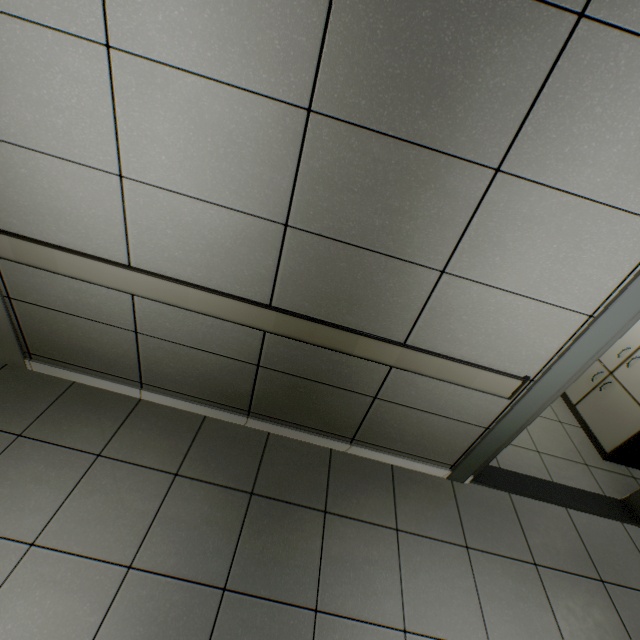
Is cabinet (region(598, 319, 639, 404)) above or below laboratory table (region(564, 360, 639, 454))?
above

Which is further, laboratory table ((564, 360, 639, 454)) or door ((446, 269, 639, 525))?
laboratory table ((564, 360, 639, 454))

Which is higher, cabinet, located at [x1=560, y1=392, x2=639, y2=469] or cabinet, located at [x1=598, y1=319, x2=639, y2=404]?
cabinet, located at [x1=598, y1=319, x2=639, y2=404]

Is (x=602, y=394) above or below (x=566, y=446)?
above

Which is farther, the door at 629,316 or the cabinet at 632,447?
the cabinet at 632,447

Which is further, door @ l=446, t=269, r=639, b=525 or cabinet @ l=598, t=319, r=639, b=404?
cabinet @ l=598, t=319, r=639, b=404
